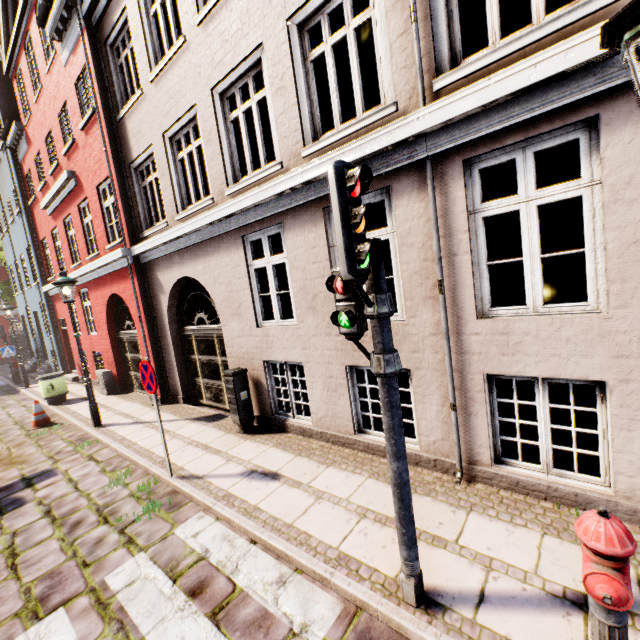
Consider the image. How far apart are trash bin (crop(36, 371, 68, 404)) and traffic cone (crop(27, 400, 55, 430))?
1.7 meters

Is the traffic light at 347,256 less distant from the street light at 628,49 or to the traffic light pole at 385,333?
the traffic light pole at 385,333

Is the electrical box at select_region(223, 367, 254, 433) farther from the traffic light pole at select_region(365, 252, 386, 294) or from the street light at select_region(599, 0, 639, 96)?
the street light at select_region(599, 0, 639, 96)

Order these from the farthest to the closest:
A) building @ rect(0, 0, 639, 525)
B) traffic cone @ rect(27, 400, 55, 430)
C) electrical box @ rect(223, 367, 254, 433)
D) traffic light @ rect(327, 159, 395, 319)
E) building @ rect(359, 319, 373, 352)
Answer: traffic cone @ rect(27, 400, 55, 430) → electrical box @ rect(223, 367, 254, 433) → building @ rect(359, 319, 373, 352) → building @ rect(0, 0, 639, 525) → traffic light @ rect(327, 159, 395, 319)

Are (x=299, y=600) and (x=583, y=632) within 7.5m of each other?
yes

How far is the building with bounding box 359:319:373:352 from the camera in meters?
4.7

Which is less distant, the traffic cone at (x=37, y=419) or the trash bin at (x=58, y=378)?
the traffic cone at (x=37, y=419)

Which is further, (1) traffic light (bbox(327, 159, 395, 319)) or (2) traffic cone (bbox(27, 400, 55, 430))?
A: (2) traffic cone (bbox(27, 400, 55, 430))
